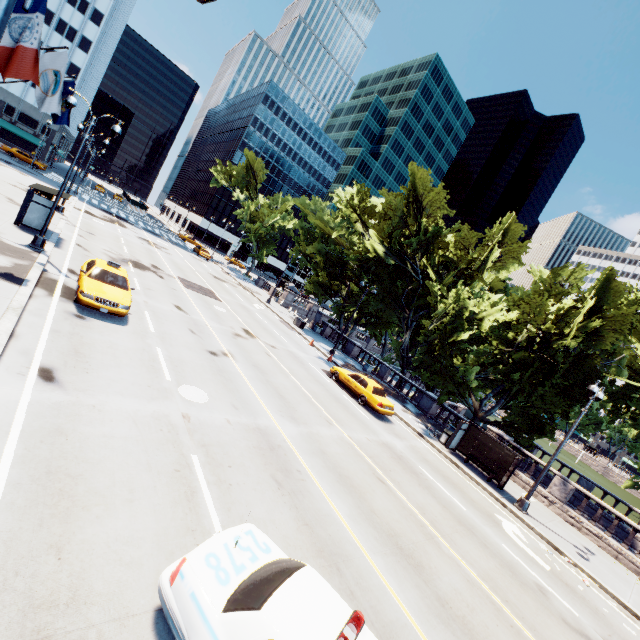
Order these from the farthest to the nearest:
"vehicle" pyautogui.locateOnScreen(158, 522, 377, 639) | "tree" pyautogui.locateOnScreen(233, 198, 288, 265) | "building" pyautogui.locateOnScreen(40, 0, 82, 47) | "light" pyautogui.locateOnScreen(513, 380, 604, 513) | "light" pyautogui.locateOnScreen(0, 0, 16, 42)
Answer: "building" pyautogui.locateOnScreen(40, 0, 82, 47) < "tree" pyautogui.locateOnScreen(233, 198, 288, 265) < "light" pyautogui.locateOnScreen(513, 380, 604, 513) < "vehicle" pyautogui.locateOnScreen(158, 522, 377, 639) < "light" pyautogui.locateOnScreen(0, 0, 16, 42)

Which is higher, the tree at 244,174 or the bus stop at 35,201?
the tree at 244,174

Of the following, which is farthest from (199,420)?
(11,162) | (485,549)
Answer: (11,162)

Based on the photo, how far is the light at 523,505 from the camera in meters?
15.2

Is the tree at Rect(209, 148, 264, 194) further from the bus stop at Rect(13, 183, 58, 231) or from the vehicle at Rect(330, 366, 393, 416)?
the bus stop at Rect(13, 183, 58, 231)

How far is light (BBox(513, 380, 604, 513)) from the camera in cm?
1522

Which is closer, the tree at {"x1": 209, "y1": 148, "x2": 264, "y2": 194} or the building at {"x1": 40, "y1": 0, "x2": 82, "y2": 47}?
the tree at {"x1": 209, "y1": 148, "x2": 264, "y2": 194}

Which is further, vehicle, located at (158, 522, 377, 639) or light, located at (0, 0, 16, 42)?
vehicle, located at (158, 522, 377, 639)
